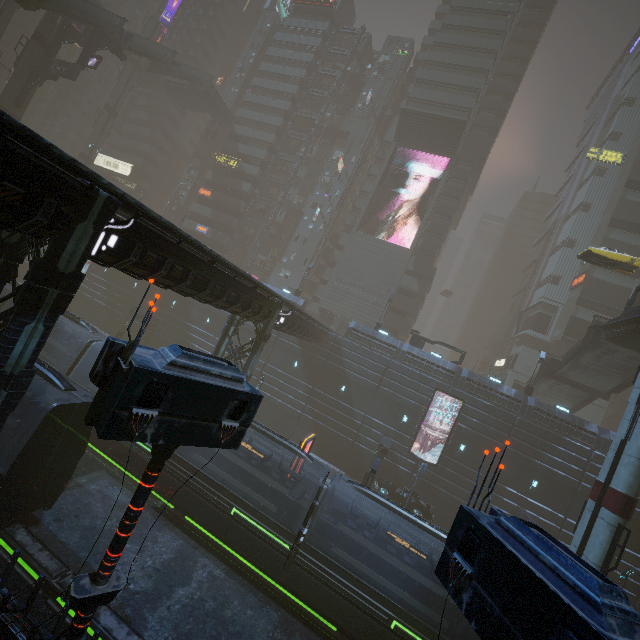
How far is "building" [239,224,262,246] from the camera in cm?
5281

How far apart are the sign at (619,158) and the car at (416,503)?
55.0m

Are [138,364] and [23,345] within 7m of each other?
yes

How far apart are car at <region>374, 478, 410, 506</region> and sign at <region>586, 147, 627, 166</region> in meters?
55.0 m

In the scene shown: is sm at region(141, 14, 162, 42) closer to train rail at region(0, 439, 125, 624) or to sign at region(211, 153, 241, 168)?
sign at region(211, 153, 241, 168)

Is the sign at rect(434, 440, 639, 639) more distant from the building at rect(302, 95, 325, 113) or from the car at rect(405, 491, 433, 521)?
the car at rect(405, 491, 433, 521)

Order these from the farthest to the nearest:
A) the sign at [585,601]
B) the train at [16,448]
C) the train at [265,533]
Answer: the train at [265,533] < the train at [16,448] < the sign at [585,601]

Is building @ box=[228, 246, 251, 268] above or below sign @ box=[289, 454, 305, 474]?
above
